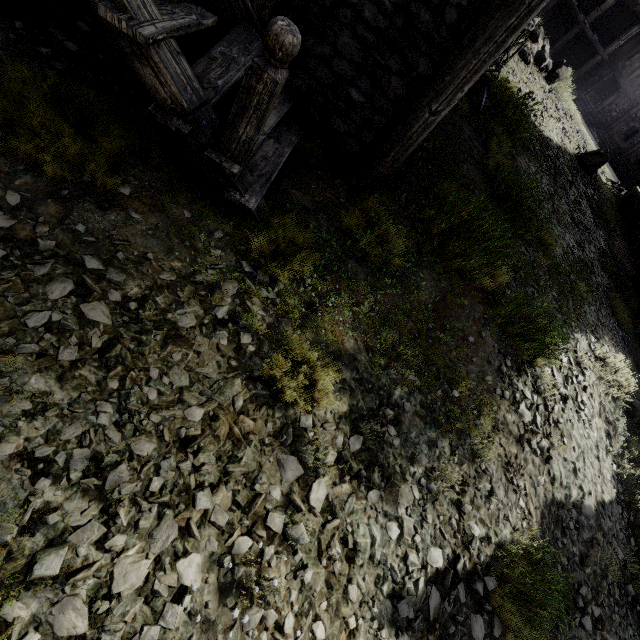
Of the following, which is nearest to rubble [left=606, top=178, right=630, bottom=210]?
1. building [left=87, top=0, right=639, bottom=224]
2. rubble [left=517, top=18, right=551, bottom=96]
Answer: building [left=87, top=0, right=639, bottom=224]

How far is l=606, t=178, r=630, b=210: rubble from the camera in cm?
1647

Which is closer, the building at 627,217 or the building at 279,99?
the building at 279,99

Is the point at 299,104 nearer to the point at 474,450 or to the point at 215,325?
the point at 215,325

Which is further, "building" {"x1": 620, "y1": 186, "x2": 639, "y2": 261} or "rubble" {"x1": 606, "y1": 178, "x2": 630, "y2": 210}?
"rubble" {"x1": 606, "y1": 178, "x2": 630, "y2": 210}

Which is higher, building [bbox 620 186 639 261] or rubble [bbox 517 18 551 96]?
rubble [bbox 517 18 551 96]

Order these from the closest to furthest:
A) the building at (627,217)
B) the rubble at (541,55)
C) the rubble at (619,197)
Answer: the rubble at (541,55)
the building at (627,217)
the rubble at (619,197)
